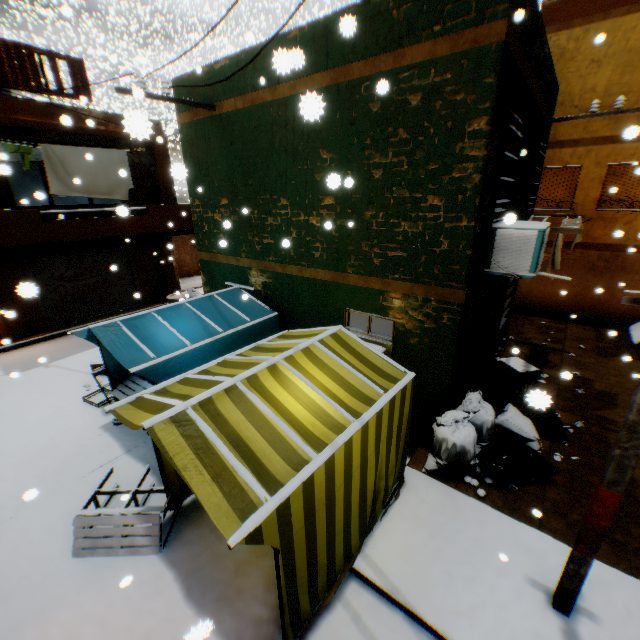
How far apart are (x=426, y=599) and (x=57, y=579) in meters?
4.8

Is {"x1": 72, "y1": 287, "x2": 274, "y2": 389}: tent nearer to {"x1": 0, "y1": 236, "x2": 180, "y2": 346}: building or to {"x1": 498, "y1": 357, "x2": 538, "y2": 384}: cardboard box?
{"x1": 0, "y1": 236, "x2": 180, "y2": 346}: building

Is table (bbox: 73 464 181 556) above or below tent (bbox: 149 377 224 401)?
below

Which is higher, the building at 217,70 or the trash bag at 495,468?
the building at 217,70

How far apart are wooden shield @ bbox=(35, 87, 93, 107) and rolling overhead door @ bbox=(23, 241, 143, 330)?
0.3 meters

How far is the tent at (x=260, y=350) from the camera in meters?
4.9 m

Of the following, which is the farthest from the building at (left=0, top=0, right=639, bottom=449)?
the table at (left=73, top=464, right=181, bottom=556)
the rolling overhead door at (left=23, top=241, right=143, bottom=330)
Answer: the table at (left=73, top=464, right=181, bottom=556)

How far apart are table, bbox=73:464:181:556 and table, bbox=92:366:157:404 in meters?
1.1 m
